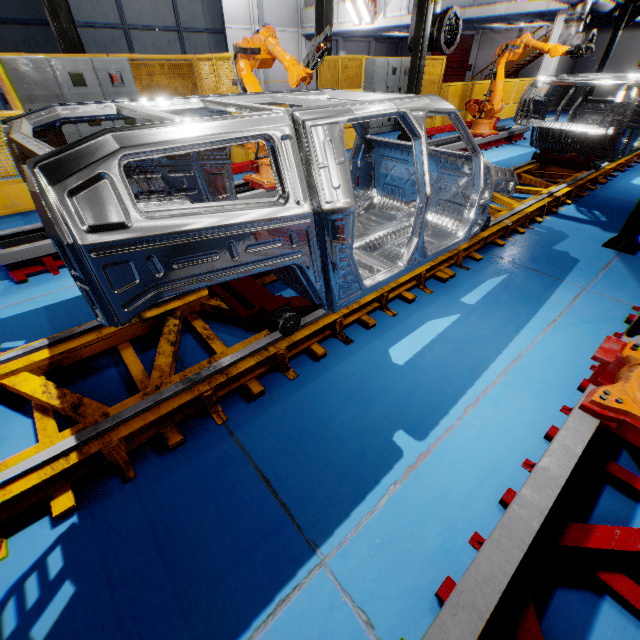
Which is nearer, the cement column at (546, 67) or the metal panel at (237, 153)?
the metal panel at (237, 153)

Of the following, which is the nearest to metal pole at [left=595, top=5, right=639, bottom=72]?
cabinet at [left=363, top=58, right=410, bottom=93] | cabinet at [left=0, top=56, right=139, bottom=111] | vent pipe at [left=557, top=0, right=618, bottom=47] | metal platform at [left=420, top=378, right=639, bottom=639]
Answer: vent pipe at [left=557, top=0, right=618, bottom=47]

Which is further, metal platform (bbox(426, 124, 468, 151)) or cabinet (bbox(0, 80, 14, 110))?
cabinet (bbox(0, 80, 14, 110))

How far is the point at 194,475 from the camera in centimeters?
204cm

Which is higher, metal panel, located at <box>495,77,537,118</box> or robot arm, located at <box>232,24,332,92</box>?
robot arm, located at <box>232,24,332,92</box>

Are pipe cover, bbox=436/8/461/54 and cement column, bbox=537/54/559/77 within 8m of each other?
no

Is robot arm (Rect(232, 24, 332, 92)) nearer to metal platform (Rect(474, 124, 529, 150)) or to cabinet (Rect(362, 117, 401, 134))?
metal platform (Rect(474, 124, 529, 150))

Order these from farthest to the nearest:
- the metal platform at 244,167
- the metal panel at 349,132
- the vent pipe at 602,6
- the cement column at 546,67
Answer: the cement column at 546,67 → the metal panel at 349,132 → the vent pipe at 602,6 → the metal platform at 244,167
